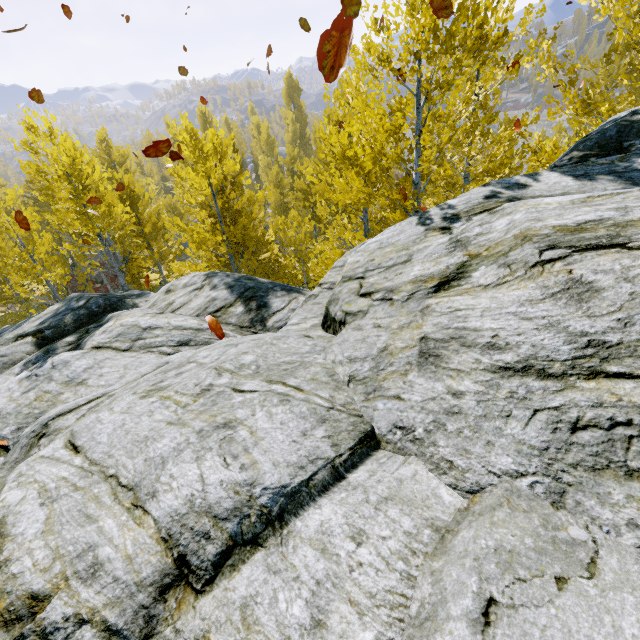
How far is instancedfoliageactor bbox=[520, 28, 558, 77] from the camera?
5.7 meters

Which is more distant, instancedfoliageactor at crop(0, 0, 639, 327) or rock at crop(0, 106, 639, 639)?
instancedfoliageactor at crop(0, 0, 639, 327)

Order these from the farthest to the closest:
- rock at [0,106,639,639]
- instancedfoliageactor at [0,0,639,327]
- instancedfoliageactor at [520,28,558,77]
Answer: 1. instancedfoliageactor at [520,28,558,77]
2. instancedfoliageactor at [0,0,639,327]
3. rock at [0,106,639,639]

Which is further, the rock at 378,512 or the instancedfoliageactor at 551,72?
the instancedfoliageactor at 551,72

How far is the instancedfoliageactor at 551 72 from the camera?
5.7m

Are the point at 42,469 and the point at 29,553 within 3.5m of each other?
yes

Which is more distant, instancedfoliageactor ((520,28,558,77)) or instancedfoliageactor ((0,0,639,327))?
instancedfoliageactor ((520,28,558,77))

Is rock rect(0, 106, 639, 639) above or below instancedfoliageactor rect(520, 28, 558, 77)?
below
